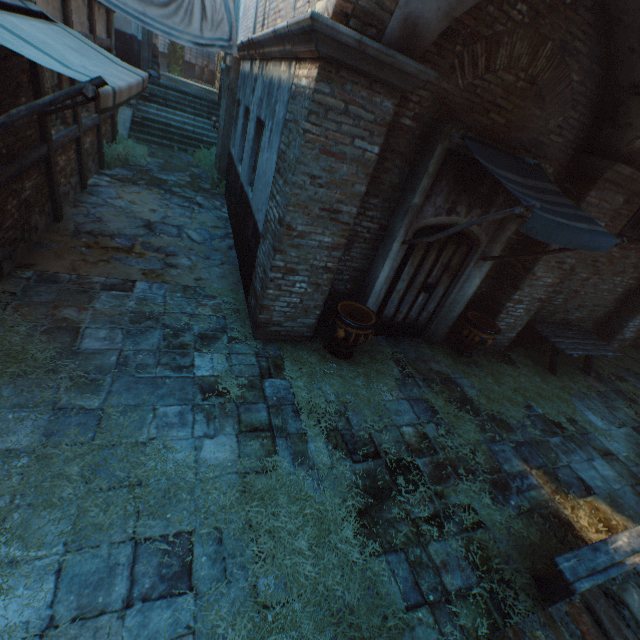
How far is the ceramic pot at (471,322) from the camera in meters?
6.3 m

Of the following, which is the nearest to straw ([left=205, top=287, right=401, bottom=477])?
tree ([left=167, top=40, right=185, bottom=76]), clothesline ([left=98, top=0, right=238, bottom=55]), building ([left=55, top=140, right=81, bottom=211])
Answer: building ([left=55, top=140, right=81, bottom=211])

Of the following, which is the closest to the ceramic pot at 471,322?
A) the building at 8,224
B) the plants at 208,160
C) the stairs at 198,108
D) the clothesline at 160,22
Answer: the clothesline at 160,22

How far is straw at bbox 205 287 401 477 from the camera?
4.4 meters

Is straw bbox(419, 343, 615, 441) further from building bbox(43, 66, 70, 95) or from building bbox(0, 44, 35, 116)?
building bbox(43, 66, 70, 95)

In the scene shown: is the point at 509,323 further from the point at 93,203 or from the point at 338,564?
the point at 93,203

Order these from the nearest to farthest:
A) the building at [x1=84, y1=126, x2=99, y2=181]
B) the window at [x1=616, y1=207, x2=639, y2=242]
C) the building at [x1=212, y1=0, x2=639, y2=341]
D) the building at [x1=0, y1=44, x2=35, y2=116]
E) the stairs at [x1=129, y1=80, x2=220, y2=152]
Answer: the building at [x1=212, y1=0, x2=639, y2=341]
the building at [x1=0, y1=44, x2=35, y2=116]
the window at [x1=616, y1=207, x2=639, y2=242]
the building at [x1=84, y1=126, x2=99, y2=181]
the stairs at [x1=129, y1=80, x2=220, y2=152]

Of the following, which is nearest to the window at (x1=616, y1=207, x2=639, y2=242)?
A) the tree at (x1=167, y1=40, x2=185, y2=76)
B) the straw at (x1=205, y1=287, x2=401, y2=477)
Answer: the straw at (x1=205, y1=287, x2=401, y2=477)
